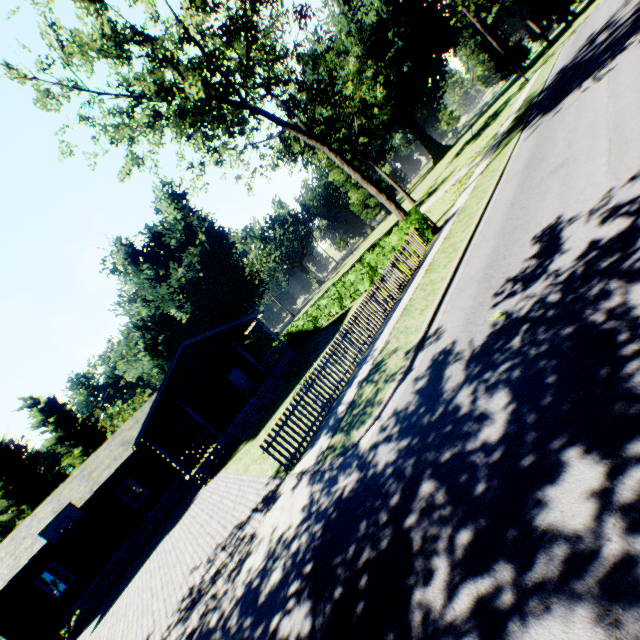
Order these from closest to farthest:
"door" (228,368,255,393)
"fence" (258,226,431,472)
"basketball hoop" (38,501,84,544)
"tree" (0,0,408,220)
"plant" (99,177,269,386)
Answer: "fence" (258,226,431,472) < "tree" (0,0,408,220) < "basketball hoop" (38,501,84,544) < "door" (228,368,255,393) < "plant" (99,177,269,386)

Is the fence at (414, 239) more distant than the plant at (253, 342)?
No

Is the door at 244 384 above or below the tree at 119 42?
below

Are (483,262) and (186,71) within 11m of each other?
no

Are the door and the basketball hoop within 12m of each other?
yes

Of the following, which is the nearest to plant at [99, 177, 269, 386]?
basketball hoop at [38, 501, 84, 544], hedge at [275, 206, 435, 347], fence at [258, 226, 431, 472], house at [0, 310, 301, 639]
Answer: fence at [258, 226, 431, 472]

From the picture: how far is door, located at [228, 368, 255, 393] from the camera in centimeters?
2592cm

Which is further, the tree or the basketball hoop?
the basketball hoop
